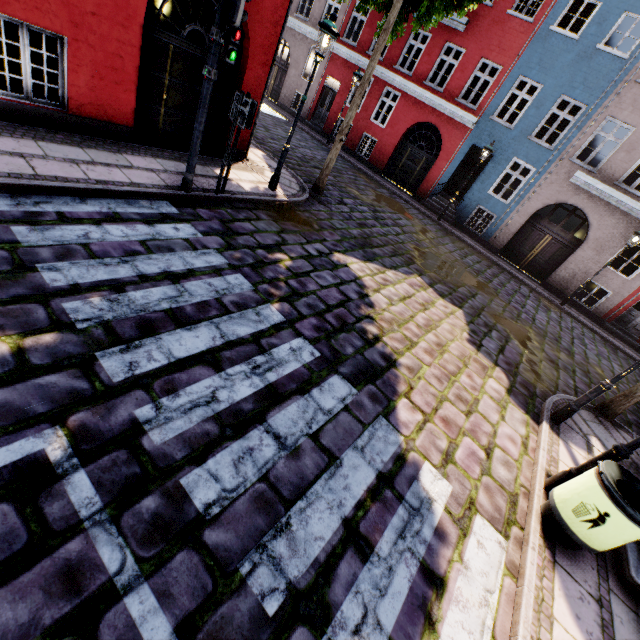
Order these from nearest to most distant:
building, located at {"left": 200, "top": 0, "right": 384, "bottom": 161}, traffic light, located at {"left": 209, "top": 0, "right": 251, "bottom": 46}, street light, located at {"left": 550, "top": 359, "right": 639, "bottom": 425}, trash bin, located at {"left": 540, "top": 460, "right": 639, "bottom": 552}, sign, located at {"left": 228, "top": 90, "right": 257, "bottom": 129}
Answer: trash bin, located at {"left": 540, "top": 460, "right": 639, "bottom": 552}, traffic light, located at {"left": 209, "top": 0, "right": 251, "bottom": 46}, street light, located at {"left": 550, "top": 359, "right": 639, "bottom": 425}, sign, located at {"left": 228, "top": 90, "right": 257, "bottom": 129}, building, located at {"left": 200, "top": 0, "right": 384, "bottom": 161}

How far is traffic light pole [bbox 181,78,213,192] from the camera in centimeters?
532cm

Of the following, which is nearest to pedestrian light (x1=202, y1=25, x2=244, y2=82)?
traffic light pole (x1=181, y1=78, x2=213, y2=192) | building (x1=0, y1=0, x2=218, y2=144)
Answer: traffic light pole (x1=181, y1=78, x2=213, y2=192)

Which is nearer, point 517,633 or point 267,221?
point 517,633

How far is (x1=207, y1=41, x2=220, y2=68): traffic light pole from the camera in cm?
497

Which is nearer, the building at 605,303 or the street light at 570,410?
the street light at 570,410

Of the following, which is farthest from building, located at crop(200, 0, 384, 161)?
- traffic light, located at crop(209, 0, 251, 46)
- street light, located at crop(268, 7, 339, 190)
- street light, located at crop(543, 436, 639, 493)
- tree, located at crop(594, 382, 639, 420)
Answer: traffic light, located at crop(209, 0, 251, 46)

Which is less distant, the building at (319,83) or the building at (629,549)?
the building at (629,549)
